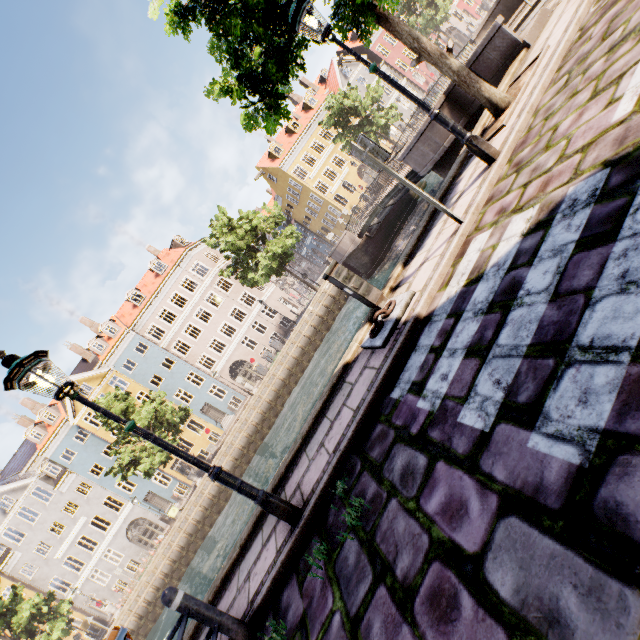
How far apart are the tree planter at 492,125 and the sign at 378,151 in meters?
2.7

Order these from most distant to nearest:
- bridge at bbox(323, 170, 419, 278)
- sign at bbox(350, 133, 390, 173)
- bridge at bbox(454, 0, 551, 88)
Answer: bridge at bbox(323, 170, 419, 278) → bridge at bbox(454, 0, 551, 88) → sign at bbox(350, 133, 390, 173)

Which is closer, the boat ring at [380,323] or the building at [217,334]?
the boat ring at [380,323]

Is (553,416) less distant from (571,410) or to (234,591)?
(571,410)

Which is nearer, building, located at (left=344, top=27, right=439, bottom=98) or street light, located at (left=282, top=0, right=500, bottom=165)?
street light, located at (left=282, top=0, right=500, bottom=165)

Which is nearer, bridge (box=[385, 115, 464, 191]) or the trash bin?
the trash bin

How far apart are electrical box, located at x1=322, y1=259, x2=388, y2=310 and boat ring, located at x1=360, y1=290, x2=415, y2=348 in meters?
0.0

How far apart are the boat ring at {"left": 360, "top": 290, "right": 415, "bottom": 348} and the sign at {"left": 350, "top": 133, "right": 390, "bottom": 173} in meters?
1.9 m
